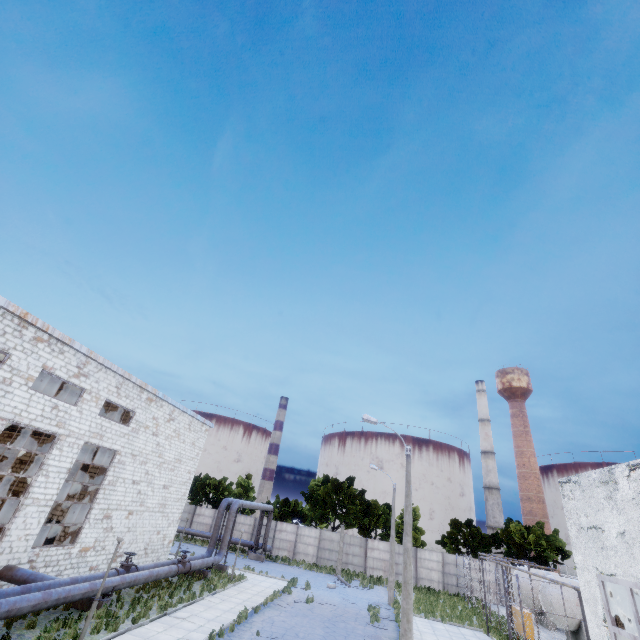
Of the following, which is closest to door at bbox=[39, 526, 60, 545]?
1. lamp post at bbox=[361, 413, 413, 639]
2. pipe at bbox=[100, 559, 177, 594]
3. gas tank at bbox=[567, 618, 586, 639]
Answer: pipe at bbox=[100, 559, 177, 594]

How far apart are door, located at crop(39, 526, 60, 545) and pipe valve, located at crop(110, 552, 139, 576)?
6.06m

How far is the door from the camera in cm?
1973

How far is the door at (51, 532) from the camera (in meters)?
19.73

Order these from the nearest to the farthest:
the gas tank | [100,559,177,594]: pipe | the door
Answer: [100,559,177,594]: pipe → the door → the gas tank

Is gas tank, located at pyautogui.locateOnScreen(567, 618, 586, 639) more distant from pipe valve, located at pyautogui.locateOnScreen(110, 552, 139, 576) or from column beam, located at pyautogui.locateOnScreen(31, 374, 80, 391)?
column beam, located at pyautogui.locateOnScreen(31, 374, 80, 391)

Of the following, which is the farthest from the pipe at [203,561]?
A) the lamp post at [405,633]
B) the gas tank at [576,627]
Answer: the gas tank at [576,627]

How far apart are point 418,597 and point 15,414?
33.4m
